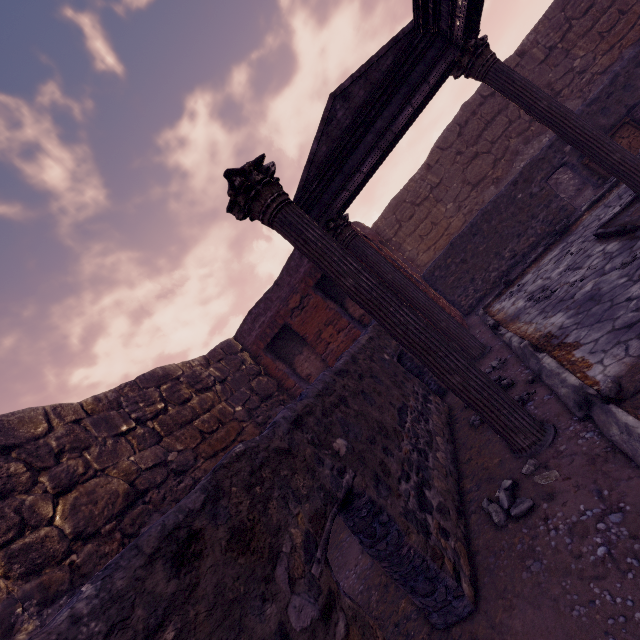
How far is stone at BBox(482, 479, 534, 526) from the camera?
2.3 meters

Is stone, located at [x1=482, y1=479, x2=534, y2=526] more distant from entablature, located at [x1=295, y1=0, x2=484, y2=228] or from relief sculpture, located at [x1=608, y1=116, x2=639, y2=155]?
relief sculpture, located at [x1=608, y1=116, x2=639, y2=155]

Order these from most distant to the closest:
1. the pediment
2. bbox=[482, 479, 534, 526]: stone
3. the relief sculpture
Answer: the relief sculpture, the pediment, bbox=[482, 479, 534, 526]: stone

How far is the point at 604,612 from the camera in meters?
1.5

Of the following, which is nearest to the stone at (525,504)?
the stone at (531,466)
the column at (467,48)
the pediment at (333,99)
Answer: the stone at (531,466)

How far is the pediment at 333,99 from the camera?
5.55m

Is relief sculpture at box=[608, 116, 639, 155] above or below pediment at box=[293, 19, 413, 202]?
below

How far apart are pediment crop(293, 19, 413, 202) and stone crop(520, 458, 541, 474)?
5.6 meters
